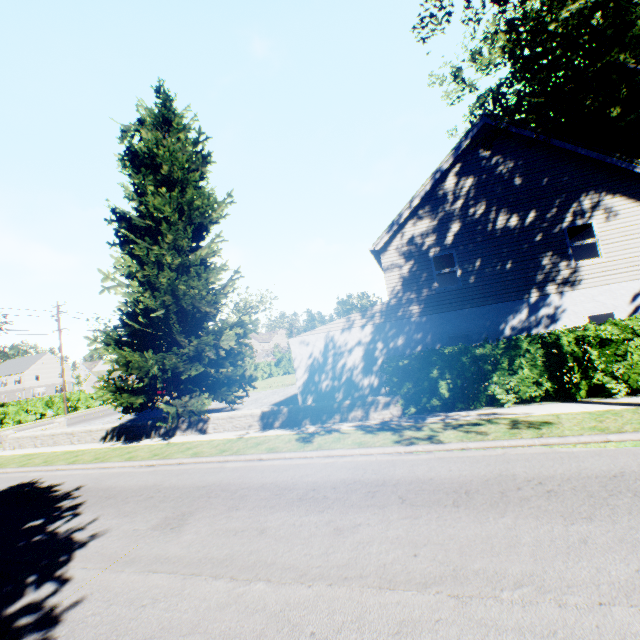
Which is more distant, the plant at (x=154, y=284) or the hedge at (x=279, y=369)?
the hedge at (x=279, y=369)

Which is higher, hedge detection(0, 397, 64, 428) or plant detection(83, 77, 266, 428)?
plant detection(83, 77, 266, 428)

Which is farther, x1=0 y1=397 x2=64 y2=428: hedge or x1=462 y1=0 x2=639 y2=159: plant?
x1=0 y1=397 x2=64 y2=428: hedge

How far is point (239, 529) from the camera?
5.34m

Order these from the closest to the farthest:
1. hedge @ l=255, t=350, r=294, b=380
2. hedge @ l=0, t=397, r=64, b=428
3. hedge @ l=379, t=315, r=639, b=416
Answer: hedge @ l=379, t=315, r=639, b=416
hedge @ l=0, t=397, r=64, b=428
hedge @ l=255, t=350, r=294, b=380

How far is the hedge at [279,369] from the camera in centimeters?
4124cm

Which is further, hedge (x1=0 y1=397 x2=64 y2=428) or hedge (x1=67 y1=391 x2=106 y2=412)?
hedge (x1=67 y1=391 x2=106 y2=412)
